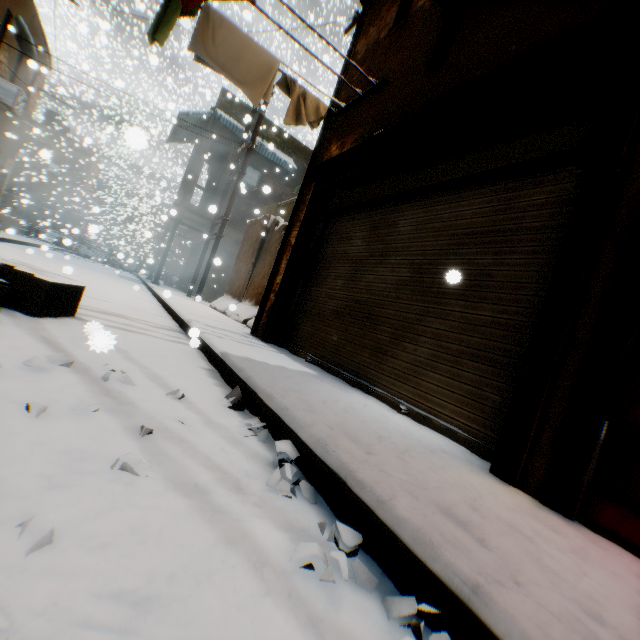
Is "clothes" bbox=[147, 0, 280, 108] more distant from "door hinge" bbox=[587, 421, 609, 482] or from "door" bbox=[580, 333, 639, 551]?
"door hinge" bbox=[587, 421, 609, 482]

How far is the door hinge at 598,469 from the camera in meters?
1.7

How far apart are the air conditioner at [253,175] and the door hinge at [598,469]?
15.8m

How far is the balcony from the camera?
10.3 meters

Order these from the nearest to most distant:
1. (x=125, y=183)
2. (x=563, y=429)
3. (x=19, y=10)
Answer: (x=563, y=429) → (x=19, y=10) → (x=125, y=183)

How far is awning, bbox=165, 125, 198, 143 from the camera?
16.6m

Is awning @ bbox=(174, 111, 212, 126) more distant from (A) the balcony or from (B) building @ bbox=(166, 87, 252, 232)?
(A) the balcony

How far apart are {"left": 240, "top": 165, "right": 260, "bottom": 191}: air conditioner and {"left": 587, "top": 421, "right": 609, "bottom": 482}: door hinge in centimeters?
1578cm
